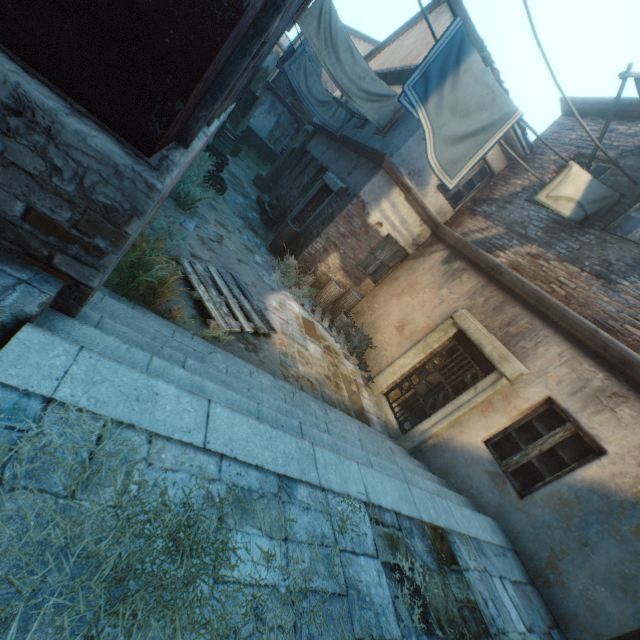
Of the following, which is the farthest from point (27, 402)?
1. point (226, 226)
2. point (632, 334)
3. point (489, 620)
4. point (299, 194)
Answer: point (299, 194)

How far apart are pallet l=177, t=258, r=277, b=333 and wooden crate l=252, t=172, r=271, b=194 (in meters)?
10.24

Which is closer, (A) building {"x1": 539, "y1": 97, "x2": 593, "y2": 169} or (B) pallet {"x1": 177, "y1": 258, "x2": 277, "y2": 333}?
(B) pallet {"x1": 177, "y1": 258, "x2": 277, "y2": 333}

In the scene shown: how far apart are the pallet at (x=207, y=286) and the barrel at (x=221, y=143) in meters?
9.3

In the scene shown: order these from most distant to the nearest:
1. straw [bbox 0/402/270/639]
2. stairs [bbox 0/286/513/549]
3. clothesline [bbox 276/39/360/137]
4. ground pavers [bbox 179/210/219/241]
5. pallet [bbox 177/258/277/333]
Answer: clothesline [bbox 276/39/360/137] → ground pavers [bbox 179/210/219/241] → pallet [bbox 177/258/277/333] → stairs [bbox 0/286/513/549] → straw [bbox 0/402/270/639]

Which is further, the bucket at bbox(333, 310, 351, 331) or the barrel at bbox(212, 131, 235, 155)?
the barrel at bbox(212, 131, 235, 155)

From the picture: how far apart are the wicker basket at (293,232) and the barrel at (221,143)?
6.3m

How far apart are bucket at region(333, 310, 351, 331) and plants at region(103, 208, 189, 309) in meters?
4.9
